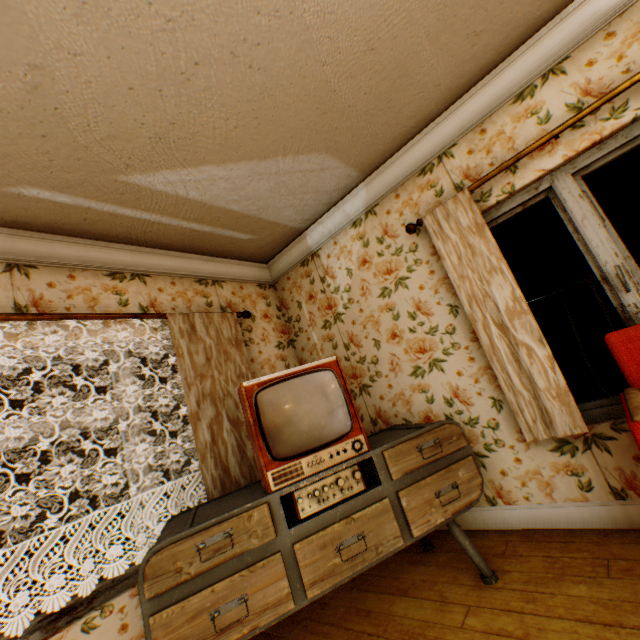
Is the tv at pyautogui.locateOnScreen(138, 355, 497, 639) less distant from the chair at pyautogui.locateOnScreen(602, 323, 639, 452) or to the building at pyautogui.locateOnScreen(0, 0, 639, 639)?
the building at pyautogui.locateOnScreen(0, 0, 639, 639)

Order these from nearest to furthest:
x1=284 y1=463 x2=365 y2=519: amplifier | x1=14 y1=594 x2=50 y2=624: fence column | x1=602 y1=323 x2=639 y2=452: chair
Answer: x1=602 y1=323 x2=639 y2=452: chair → x1=284 y1=463 x2=365 y2=519: amplifier → x1=14 y1=594 x2=50 y2=624: fence column

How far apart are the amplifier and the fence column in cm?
1524

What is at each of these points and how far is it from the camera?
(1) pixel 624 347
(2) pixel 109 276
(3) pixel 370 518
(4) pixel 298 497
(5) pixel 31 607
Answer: (1) chair, 1.9m
(2) building, 2.8m
(3) tv, 1.9m
(4) amplifier, 1.8m
(5) fence column, 10.6m

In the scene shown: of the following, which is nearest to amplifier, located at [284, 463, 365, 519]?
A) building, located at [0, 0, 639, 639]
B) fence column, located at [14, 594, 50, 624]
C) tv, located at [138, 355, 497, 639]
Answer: tv, located at [138, 355, 497, 639]

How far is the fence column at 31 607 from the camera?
10.37m

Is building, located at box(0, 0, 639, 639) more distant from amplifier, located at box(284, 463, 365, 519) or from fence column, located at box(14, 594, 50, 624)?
fence column, located at box(14, 594, 50, 624)

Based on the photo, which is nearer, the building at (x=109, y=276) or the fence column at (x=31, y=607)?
the building at (x=109, y=276)
